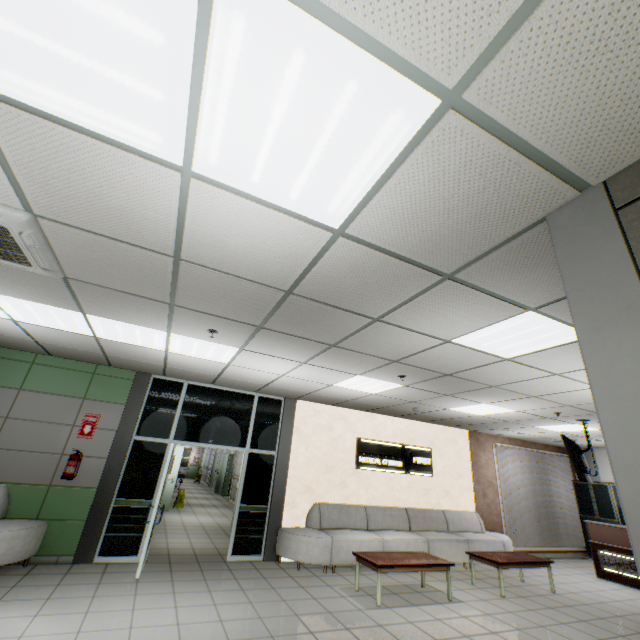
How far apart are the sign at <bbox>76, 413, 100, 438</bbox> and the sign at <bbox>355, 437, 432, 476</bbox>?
5.7 meters

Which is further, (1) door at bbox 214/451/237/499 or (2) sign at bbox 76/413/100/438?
(1) door at bbox 214/451/237/499

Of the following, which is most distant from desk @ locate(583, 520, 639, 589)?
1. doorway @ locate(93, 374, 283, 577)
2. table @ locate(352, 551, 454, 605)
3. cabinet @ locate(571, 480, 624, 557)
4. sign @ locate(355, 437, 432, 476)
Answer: doorway @ locate(93, 374, 283, 577)

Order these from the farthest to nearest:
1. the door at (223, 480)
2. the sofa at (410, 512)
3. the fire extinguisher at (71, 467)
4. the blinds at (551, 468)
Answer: the door at (223, 480) → the blinds at (551, 468) → the sofa at (410, 512) → the fire extinguisher at (71, 467)

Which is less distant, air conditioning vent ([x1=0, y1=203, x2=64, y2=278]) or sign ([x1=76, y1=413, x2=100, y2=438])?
air conditioning vent ([x1=0, y1=203, x2=64, y2=278])

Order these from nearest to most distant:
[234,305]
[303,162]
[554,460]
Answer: [303,162]
[234,305]
[554,460]

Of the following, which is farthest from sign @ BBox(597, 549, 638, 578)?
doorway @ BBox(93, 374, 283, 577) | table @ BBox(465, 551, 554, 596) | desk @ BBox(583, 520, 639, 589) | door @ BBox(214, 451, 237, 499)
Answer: door @ BBox(214, 451, 237, 499)

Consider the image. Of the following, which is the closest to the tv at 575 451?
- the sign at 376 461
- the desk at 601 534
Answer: the desk at 601 534
